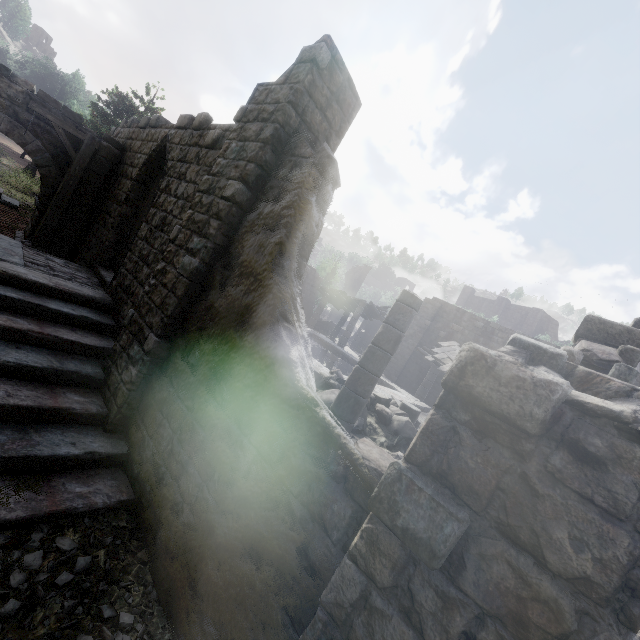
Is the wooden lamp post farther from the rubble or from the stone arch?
the rubble

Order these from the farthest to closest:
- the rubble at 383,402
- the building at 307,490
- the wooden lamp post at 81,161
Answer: the wooden lamp post at 81,161, the rubble at 383,402, the building at 307,490

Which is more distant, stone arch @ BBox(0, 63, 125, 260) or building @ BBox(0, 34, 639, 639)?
stone arch @ BBox(0, 63, 125, 260)

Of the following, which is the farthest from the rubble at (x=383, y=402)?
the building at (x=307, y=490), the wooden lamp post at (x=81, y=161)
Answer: the wooden lamp post at (x=81, y=161)

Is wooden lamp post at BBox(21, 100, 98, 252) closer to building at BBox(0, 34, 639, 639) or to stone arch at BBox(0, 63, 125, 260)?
stone arch at BBox(0, 63, 125, 260)

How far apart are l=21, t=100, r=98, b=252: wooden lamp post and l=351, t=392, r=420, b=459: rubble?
9.7m

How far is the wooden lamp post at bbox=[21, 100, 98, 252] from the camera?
8.5m

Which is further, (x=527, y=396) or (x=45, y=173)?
(x=45, y=173)
